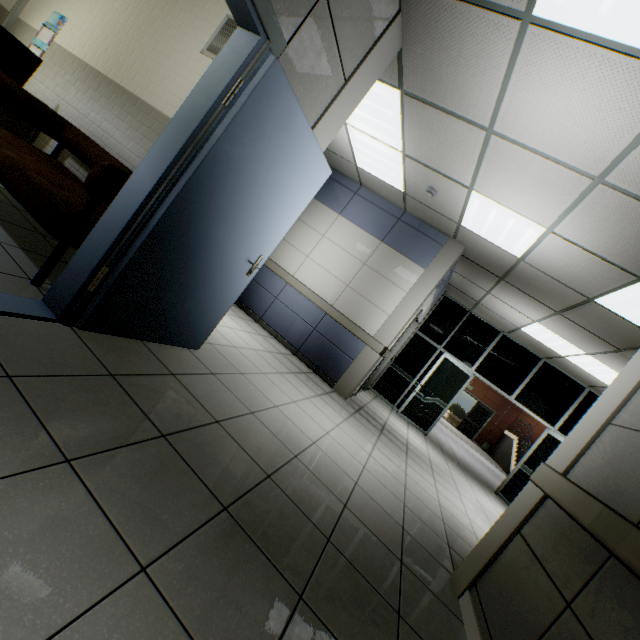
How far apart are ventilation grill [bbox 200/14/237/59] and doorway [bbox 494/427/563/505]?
8.9 meters

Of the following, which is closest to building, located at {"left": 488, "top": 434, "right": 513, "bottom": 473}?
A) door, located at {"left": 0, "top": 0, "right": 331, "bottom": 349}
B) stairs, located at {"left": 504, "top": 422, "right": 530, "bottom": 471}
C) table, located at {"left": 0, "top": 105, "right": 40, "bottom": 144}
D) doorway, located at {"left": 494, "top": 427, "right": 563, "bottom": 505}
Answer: stairs, located at {"left": 504, "top": 422, "right": 530, "bottom": 471}

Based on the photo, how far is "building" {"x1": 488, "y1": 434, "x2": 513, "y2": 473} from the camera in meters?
16.0

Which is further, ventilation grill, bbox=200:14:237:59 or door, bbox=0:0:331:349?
ventilation grill, bbox=200:14:237:59

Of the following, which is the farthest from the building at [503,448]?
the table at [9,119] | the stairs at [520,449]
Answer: the table at [9,119]

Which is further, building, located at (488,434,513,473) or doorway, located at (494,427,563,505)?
building, located at (488,434,513,473)

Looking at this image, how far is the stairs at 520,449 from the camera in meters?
15.2

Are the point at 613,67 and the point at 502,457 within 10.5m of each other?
no
